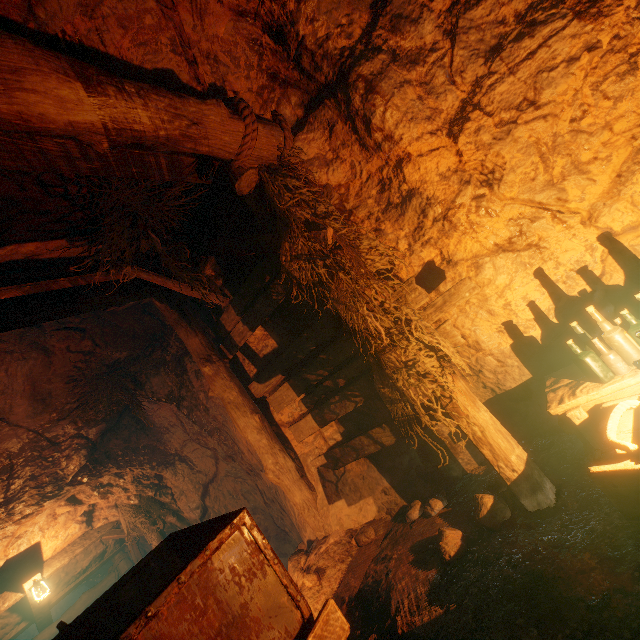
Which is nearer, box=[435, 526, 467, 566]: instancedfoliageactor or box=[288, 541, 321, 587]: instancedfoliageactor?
box=[435, 526, 467, 566]: instancedfoliageactor

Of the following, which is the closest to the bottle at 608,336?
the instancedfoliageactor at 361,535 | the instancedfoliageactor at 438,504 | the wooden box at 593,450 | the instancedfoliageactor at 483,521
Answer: the wooden box at 593,450

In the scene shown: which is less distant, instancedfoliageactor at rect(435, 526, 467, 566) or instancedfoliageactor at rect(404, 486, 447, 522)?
instancedfoliageactor at rect(435, 526, 467, 566)

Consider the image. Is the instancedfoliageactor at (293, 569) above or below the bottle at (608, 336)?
below

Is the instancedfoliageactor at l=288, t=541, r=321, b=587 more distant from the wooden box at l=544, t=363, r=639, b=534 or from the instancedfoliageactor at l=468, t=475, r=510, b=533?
the wooden box at l=544, t=363, r=639, b=534

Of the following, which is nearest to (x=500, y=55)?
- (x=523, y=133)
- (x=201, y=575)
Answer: (x=523, y=133)

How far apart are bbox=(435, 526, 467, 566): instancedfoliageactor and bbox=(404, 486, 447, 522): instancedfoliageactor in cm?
39

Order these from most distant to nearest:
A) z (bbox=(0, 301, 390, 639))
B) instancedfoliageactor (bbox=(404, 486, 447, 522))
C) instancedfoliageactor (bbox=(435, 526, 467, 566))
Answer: z (bbox=(0, 301, 390, 639))
instancedfoliageactor (bbox=(404, 486, 447, 522))
instancedfoliageactor (bbox=(435, 526, 467, 566))
